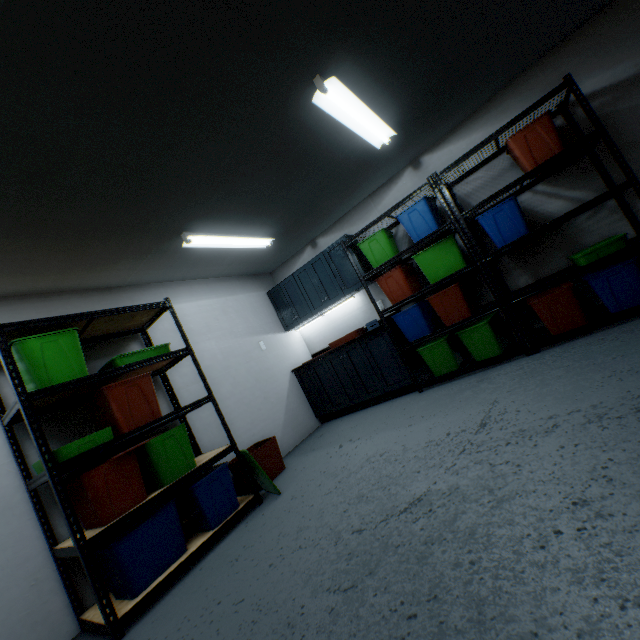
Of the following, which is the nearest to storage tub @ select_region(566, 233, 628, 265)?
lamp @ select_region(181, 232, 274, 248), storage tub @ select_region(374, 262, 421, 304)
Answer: storage tub @ select_region(374, 262, 421, 304)

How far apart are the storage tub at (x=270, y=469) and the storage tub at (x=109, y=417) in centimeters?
72cm

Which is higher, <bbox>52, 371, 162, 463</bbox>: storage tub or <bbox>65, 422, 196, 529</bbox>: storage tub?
<bbox>52, 371, 162, 463</bbox>: storage tub

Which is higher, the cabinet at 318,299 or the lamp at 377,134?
the lamp at 377,134

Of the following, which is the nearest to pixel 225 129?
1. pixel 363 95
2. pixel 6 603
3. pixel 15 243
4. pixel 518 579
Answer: pixel 363 95

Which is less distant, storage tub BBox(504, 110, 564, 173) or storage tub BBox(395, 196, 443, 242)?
storage tub BBox(504, 110, 564, 173)

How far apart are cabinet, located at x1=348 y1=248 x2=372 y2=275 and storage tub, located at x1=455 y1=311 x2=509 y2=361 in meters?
1.2

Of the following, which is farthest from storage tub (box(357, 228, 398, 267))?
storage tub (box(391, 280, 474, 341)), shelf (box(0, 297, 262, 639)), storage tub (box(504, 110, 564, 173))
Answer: shelf (box(0, 297, 262, 639))
